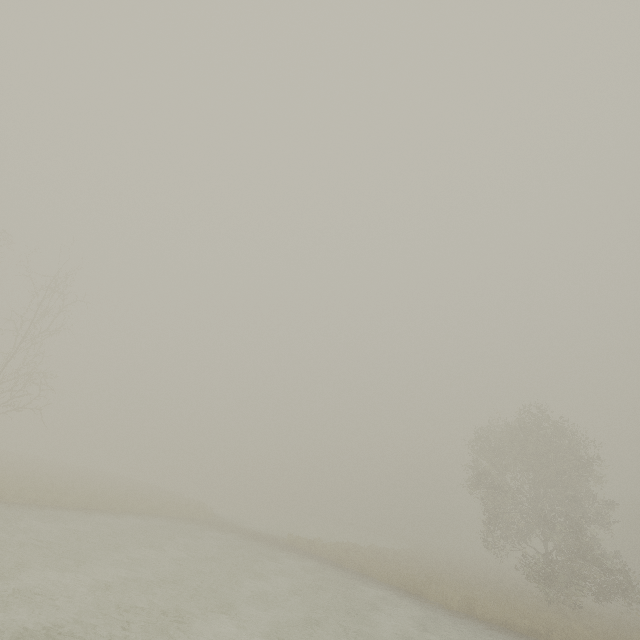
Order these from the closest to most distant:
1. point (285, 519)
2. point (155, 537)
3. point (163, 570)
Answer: point (163, 570)
point (155, 537)
point (285, 519)
